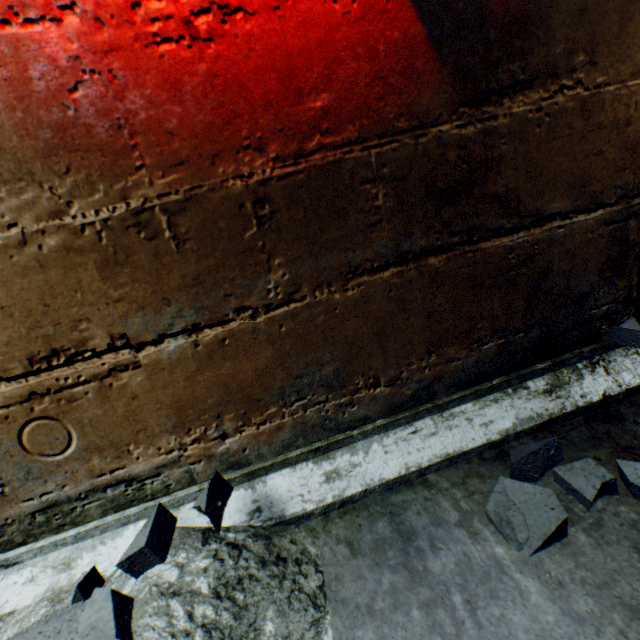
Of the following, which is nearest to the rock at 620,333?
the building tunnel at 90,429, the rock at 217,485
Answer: the building tunnel at 90,429

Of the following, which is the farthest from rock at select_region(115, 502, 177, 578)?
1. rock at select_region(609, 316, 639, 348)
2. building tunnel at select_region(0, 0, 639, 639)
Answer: rock at select_region(609, 316, 639, 348)

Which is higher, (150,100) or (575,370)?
(150,100)

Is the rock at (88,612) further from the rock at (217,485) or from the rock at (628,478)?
the rock at (628,478)

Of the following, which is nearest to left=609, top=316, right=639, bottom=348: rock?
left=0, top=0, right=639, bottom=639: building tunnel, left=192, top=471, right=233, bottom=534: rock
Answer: left=0, top=0, right=639, bottom=639: building tunnel

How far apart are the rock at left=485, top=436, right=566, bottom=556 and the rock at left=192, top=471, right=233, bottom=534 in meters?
0.7 m

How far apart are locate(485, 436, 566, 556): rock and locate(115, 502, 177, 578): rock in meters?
0.7 m

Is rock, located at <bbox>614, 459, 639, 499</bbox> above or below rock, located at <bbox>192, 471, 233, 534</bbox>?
below
